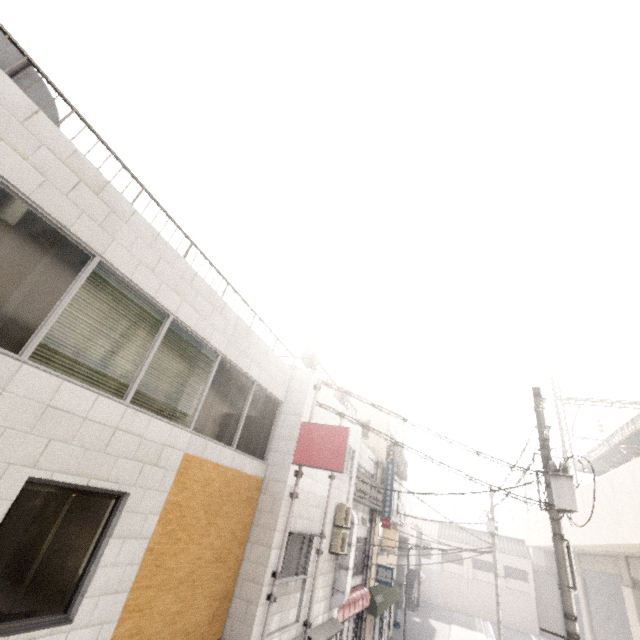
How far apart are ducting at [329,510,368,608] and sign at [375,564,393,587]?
6.6m

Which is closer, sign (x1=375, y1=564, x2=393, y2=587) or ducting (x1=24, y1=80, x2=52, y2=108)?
ducting (x1=24, y1=80, x2=52, y2=108)

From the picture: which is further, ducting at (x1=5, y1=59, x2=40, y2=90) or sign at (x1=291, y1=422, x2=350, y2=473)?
sign at (x1=291, y1=422, x2=350, y2=473)

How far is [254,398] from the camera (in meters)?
8.05

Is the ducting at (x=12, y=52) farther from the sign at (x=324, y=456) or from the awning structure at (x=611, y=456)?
the awning structure at (x=611, y=456)

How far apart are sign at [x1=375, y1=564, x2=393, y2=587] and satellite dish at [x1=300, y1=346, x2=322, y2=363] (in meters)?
12.74

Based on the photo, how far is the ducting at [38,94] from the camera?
4.15m
